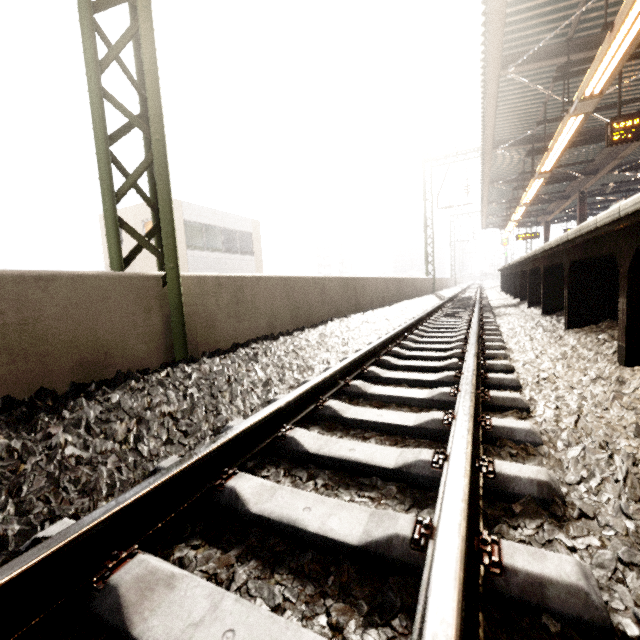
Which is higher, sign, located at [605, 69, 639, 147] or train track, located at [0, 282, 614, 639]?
sign, located at [605, 69, 639, 147]

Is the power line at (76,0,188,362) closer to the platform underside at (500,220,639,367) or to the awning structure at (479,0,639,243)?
the awning structure at (479,0,639,243)

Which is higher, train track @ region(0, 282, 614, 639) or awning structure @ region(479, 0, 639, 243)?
awning structure @ region(479, 0, 639, 243)

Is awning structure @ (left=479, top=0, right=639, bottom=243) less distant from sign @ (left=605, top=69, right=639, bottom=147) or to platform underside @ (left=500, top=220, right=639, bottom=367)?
sign @ (left=605, top=69, right=639, bottom=147)

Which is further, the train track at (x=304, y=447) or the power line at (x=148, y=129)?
the power line at (x=148, y=129)

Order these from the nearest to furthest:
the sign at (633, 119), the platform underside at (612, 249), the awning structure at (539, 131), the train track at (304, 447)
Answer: the train track at (304, 447), the platform underside at (612, 249), the awning structure at (539, 131), the sign at (633, 119)

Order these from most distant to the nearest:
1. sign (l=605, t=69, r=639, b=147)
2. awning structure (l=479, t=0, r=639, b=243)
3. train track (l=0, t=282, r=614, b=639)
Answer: sign (l=605, t=69, r=639, b=147) → awning structure (l=479, t=0, r=639, b=243) → train track (l=0, t=282, r=614, b=639)

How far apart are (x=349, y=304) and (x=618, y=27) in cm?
597
